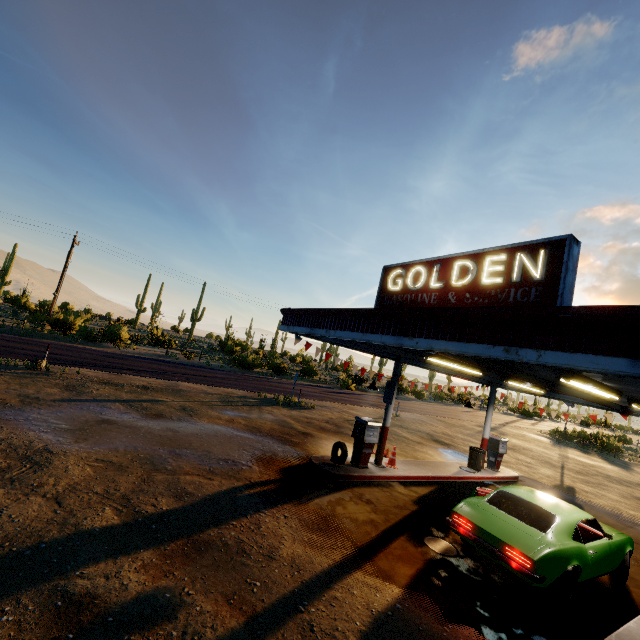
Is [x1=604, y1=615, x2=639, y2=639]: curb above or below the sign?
below

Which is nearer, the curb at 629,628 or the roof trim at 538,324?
the roof trim at 538,324

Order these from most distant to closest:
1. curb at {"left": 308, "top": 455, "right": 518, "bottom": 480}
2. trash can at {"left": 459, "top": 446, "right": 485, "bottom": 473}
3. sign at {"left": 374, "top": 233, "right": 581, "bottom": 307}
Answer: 1. trash can at {"left": 459, "top": 446, "right": 485, "bottom": 473}
2. curb at {"left": 308, "top": 455, "right": 518, "bottom": 480}
3. sign at {"left": 374, "top": 233, "right": 581, "bottom": 307}

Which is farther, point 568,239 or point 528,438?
point 528,438

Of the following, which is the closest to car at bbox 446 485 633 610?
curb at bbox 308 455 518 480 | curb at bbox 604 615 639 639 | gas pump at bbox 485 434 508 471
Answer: curb at bbox 604 615 639 639

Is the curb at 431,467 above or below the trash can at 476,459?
below

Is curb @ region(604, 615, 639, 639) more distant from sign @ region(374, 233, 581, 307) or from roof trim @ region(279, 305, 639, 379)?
sign @ region(374, 233, 581, 307)

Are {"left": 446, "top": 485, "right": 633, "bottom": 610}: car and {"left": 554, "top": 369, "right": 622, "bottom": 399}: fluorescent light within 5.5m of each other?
yes
